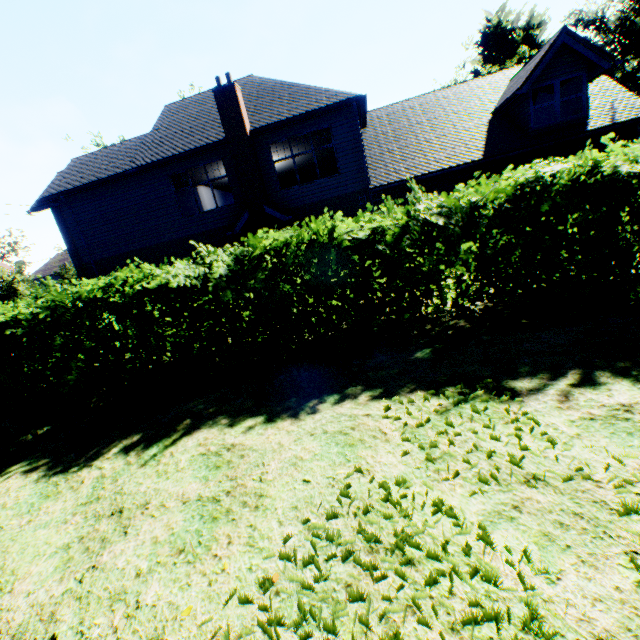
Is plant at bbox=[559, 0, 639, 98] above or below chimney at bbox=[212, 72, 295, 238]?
above

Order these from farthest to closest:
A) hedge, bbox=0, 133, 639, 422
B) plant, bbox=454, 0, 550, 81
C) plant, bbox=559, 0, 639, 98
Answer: plant, bbox=559, 0, 639, 98 → plant, bbox=454, 0, 550, 81 → hedge, bbox=0, 133, 639, 422

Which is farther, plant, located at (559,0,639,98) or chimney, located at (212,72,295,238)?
plant, located at (559,0,639,98)

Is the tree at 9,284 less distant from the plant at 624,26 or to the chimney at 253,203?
the plant at 624,26

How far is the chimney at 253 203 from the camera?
13.2 meters

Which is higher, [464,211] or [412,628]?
[464,211]

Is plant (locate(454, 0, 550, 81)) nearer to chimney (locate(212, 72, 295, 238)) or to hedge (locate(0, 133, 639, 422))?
hedge (locate(0, 133, 639, 422))

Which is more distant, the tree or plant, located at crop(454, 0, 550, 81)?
plant, located at crop(454, 0, 550, 81)
